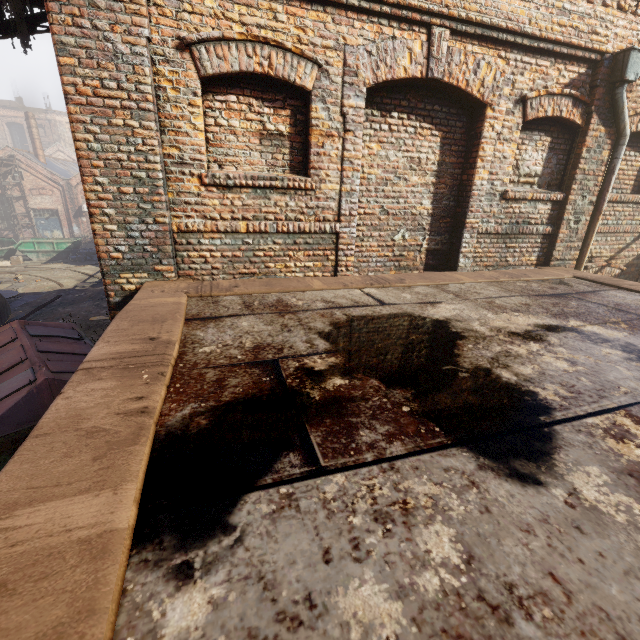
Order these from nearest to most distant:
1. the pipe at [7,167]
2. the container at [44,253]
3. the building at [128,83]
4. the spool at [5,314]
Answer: the building at [128,83] → the spool at [5,314] → the container at [44,253] → the pipe at [7,167]

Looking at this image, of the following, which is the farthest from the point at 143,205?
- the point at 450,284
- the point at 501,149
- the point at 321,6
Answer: the point at 501,149

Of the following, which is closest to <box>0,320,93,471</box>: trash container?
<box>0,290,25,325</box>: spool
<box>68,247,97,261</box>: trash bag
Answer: <box>0,290,25,325</box>: spool

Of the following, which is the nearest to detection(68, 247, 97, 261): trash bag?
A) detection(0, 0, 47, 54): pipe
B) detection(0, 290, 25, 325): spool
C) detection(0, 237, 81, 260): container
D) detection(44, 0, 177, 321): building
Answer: detection(0, 237, 81, 260): container

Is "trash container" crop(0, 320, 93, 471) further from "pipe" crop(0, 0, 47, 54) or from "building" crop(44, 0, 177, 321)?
"pipe" crop(0, 0, 47, 54)

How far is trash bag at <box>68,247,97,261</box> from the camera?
22.0m

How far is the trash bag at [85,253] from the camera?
22.0m

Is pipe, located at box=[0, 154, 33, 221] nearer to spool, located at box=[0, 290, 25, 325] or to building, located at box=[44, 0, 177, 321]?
spool, located at box=[0, 290, 25, 325]
